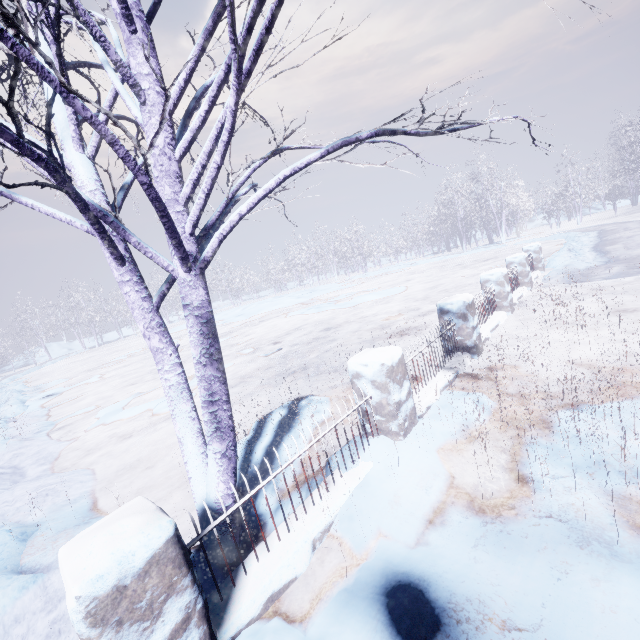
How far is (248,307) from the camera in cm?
3002

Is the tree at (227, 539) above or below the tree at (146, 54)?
below

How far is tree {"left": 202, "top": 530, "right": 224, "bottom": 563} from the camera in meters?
2.3 m

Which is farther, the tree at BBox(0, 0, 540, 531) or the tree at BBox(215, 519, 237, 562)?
the tree at BBox(215, 519, 237, 562)

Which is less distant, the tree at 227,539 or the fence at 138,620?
the fence at 138,620

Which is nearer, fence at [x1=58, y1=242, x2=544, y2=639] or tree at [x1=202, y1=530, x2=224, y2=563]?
fence at [x1=58, y1=242, x2=544, y2=639]
